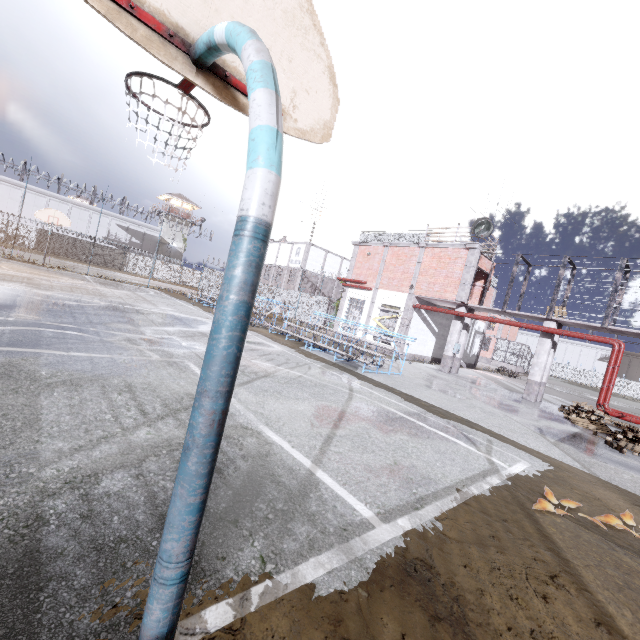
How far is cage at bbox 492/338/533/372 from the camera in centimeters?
4188cm

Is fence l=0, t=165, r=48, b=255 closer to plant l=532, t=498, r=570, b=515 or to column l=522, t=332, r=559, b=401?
plant l=532, t=498, r=570, b=515

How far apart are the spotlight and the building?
51.7m

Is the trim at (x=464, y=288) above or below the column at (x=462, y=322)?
above

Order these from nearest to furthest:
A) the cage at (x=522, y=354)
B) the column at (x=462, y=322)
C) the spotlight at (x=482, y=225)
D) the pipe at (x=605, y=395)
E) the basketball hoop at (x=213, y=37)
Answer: the basketball hoop at (x=213, y=37) → the pipe at (x=605, y=395) → the spotlight at (x=482, y=225) → the column at (x=462, y=322) → the cage at (x=522, y=354)

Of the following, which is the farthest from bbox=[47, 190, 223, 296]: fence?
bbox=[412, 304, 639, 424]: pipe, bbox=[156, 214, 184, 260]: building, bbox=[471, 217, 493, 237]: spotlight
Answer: bbox=[156, 214, 184, 260]: building

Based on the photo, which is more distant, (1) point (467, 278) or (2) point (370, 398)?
(1) point (467, 278)

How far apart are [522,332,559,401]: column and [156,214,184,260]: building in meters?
55.8 m
